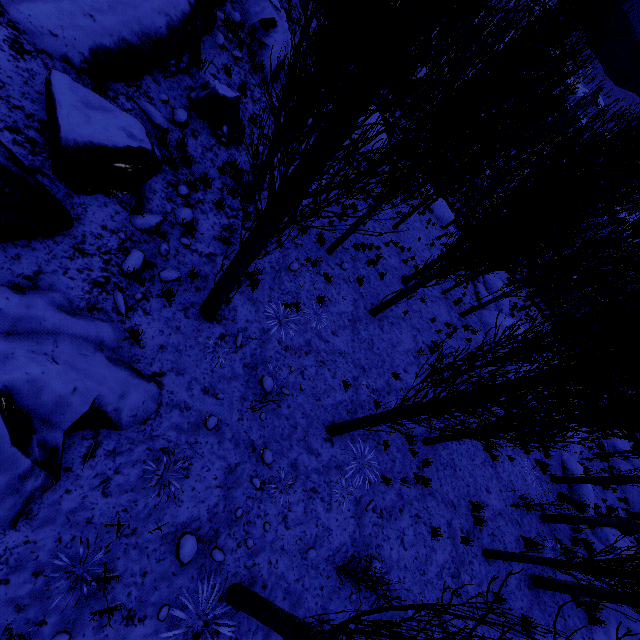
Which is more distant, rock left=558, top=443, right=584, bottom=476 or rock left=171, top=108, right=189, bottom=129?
rock left=558, top=443, right=584, bottom=476

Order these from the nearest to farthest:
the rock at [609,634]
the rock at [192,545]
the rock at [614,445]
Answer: the rock at [192,545]
the rock at [609,634]
the rock at [614,445]

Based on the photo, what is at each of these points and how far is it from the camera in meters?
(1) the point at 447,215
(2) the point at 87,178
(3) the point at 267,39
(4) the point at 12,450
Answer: (1) rock, 25.5 m
(2) rock, 5.1 m
(3) rock, 11.6 m
(4) rock, 3.3 m

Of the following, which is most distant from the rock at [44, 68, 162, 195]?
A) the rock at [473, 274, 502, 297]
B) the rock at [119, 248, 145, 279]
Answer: the rock at [473, 274, 502, 297]

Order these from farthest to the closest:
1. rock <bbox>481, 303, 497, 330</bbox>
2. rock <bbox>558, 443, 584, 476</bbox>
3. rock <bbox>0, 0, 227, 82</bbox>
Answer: rock <bbox>481, 303, 497, 330</bbox>
rock <bbox>558, 443, 584, 476</bbox>
rock <bbox>0, 0, 227, 82</bbox>

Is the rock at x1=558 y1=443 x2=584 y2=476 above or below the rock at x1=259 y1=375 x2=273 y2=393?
below

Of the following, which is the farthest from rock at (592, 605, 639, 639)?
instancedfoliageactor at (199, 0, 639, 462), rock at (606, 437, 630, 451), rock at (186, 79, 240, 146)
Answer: rock at (186, 79, 240, 146)

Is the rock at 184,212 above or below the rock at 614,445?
above
